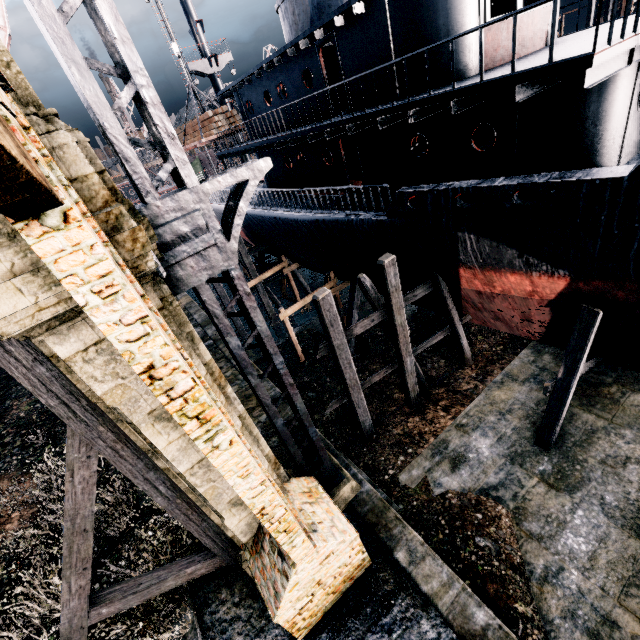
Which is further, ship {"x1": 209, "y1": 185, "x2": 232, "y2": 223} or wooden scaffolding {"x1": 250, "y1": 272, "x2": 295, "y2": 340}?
wooden scaffolding {"x1": 250, "y1": 272, "x2": 295, "y2": 340}

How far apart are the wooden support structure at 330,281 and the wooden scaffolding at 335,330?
5.5m

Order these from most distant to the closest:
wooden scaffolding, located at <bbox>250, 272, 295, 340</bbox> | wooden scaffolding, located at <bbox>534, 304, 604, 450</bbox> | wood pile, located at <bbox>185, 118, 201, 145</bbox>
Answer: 1. wooden scaffolding, located at <bbox>250, 272, 295, 340</bbox>
2. wood pile, located at <bbox>185, 118, 201, 145</bbox>
3. wooden scaffolding, located at <bbox>534, 304, 604, 450</bbox>

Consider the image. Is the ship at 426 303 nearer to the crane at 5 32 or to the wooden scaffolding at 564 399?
the wooden scaffolding at 564 399

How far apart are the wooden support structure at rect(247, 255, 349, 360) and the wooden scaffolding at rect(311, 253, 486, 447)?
5.5 meters

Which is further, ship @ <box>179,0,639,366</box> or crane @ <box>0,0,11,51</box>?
crane @ <box>0,0,11,51</box>

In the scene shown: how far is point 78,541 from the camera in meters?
6.6

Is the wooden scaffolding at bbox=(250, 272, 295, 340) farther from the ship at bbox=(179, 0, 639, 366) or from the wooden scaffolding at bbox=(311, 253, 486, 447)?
the wooden scaffolding at bbox=(311, 253, 486, 447)
